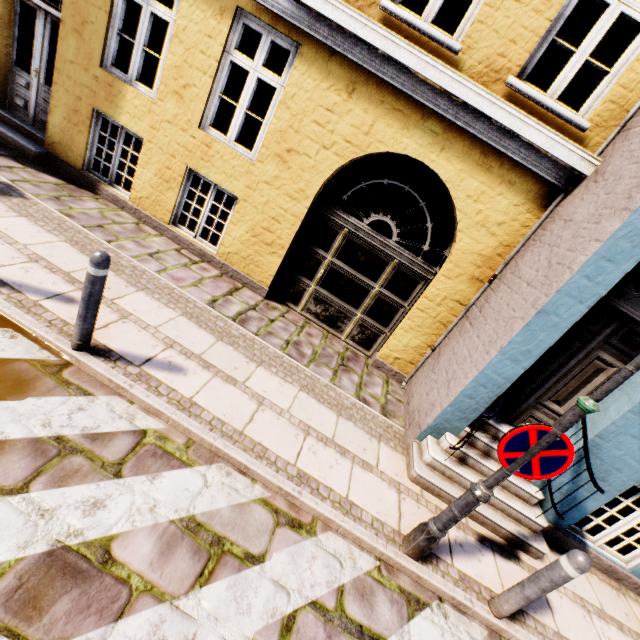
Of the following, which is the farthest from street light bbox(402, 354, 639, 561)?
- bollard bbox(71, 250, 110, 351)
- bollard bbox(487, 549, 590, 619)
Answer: bollard bbox(71, 250, 110, 351)

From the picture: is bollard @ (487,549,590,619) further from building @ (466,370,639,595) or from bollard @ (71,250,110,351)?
bollard @ (71,250,110,351)

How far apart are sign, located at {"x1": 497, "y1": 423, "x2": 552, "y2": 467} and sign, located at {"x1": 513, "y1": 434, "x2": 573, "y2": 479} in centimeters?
12cm

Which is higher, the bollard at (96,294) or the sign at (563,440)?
the sign at (563,440)

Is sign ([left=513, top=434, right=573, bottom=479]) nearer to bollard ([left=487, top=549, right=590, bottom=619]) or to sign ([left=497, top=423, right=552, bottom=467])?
sign ([left=497, top=423, right=552, bottom=467])

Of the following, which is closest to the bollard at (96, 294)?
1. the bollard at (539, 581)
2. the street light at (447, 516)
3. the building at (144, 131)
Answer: the building at (144, 131)

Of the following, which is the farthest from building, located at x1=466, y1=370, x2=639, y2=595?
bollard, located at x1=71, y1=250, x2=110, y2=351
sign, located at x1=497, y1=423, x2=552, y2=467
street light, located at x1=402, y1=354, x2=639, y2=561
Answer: bollard, located at x1=71, y1=250, x2=110, y2=351

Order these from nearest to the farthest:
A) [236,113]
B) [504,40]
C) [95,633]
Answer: [95,633], [504,40], [236,113]
